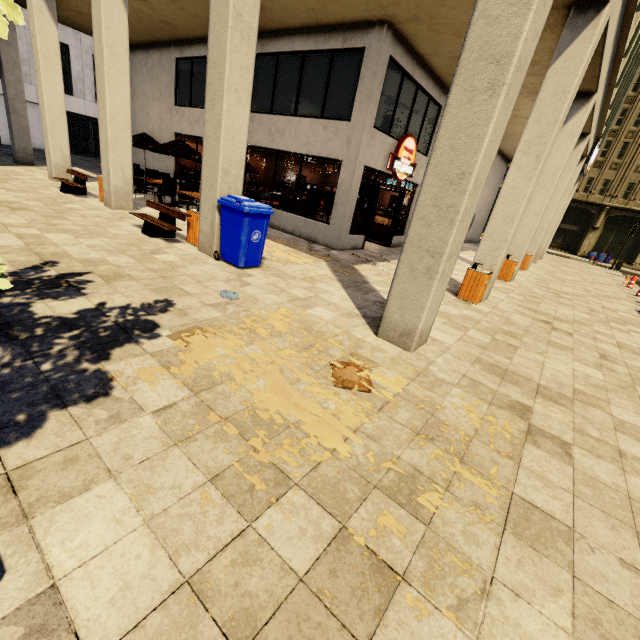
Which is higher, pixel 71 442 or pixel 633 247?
pixel 633 247

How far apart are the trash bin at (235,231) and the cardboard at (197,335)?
2.8m

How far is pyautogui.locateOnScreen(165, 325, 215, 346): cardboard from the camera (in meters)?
3.62

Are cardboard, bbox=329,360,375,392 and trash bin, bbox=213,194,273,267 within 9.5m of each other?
yes

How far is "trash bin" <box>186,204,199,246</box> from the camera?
7.3m

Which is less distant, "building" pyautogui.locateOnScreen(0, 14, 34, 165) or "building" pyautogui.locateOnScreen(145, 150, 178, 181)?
"building" pyautogui.locateOnScreen(0, 14, 34, 165)

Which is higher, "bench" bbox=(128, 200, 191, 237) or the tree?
the tree

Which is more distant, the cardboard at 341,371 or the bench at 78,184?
the bench at 78,184
